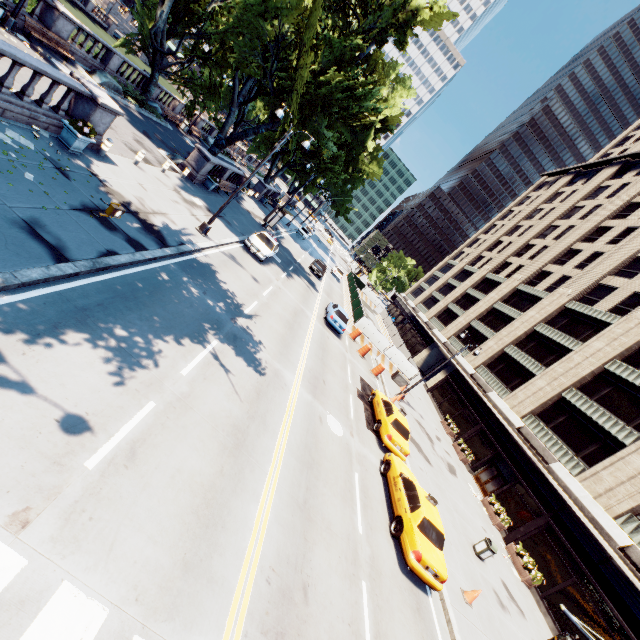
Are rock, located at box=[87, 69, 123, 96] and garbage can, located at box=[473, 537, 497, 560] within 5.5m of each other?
no

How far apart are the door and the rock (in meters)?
41.01

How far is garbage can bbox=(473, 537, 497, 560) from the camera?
15.9 meters

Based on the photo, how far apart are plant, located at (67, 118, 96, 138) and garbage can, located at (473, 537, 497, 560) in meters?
25.2 m

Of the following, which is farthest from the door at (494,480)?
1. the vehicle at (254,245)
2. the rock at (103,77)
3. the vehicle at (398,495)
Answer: the rock at (103,77)

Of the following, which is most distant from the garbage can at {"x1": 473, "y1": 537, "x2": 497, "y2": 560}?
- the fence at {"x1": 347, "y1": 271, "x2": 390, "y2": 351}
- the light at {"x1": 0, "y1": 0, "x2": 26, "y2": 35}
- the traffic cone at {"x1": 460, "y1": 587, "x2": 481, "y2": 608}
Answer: the light at {"x1": 0, "y1": 0, "x2": 26, "y2": 35}

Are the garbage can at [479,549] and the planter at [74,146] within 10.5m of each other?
no

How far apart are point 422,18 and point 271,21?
11.3 meters
